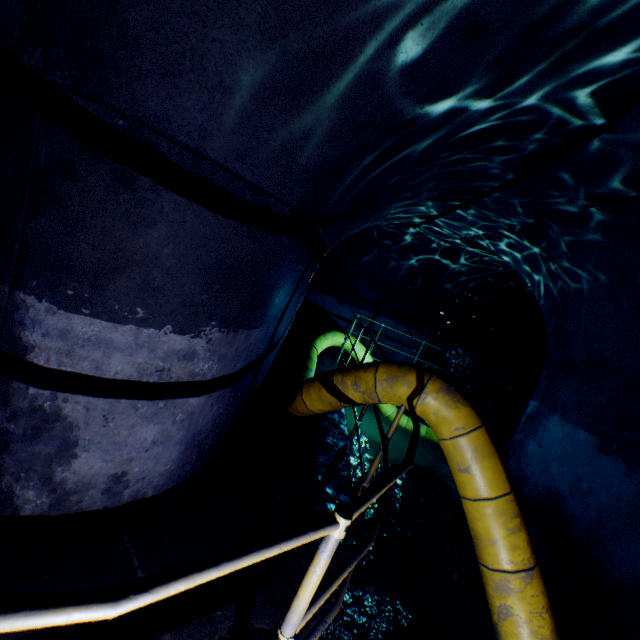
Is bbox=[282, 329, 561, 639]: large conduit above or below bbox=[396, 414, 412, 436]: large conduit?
above

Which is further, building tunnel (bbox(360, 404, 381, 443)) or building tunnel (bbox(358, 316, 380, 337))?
building tunnel (bbox(358, 316, 380, 337))

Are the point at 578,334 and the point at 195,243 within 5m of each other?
no

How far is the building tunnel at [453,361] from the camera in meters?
7.8 m

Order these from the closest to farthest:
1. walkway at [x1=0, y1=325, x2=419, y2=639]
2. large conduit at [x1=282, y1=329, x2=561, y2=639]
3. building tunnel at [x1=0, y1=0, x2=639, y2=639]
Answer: walkway at [x1=0, y1=325, x2=419, y2=639] → building tunnel at [x1=0, y1=0, x2=639, y2=639] → large conduit at [x1=282, y1=329, x2=561, y2=639]

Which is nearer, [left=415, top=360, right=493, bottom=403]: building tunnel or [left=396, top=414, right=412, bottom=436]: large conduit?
[left=396, top=414, right=412, bottom=436]: large conduit

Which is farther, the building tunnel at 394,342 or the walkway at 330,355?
the building tunnel at 394,342
